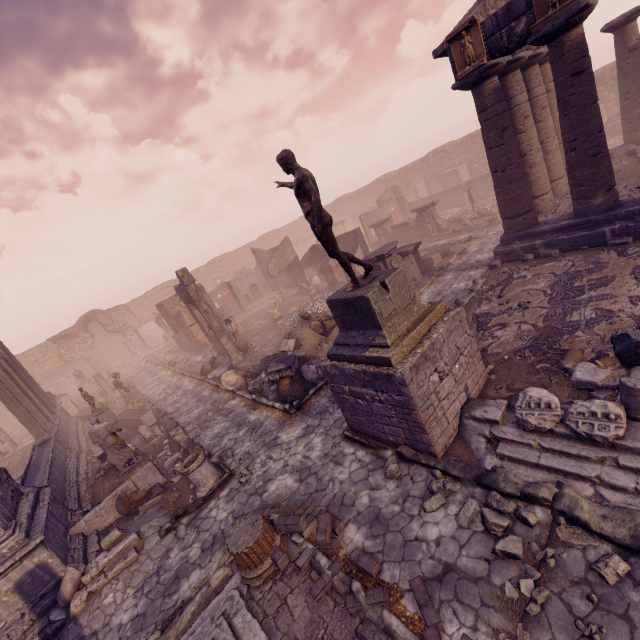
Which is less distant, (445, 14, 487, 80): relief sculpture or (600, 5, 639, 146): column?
(445, 14, 487, 80): relief sculpture

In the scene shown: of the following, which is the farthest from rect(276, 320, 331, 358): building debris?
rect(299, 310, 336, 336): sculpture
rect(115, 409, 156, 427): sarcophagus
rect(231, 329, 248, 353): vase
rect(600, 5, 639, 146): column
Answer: rect(600, 5, 639, 146): column

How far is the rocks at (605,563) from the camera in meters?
3.6 m

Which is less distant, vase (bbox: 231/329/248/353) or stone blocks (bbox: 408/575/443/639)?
stone blocks (bbox: 408/575/443/639)

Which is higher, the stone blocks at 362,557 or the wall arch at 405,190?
the wall arch at 405,190

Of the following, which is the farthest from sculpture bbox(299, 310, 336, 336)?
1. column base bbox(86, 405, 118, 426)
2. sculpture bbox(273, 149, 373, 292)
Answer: column base bbox(86, 405, 118, 426)

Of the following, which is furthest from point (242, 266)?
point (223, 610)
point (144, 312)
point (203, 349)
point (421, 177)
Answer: point (223, 610)

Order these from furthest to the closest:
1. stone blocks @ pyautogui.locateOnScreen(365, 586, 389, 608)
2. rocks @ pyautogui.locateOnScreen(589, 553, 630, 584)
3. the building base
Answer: the building base, stone blocks @ pyautogui.locateOnScreen(365, 586, 389, 608), rocks @ pyautogui.locateOnScreen(589, 553, 630, 584)
